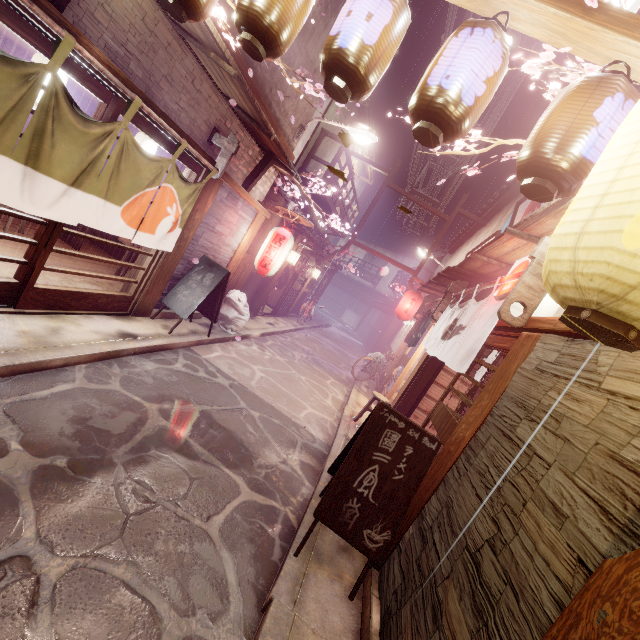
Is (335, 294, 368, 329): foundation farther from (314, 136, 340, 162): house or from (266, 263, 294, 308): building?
(314, 136, 340, 162): house

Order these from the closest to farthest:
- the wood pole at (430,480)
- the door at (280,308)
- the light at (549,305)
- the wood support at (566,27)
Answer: the wood support at (566,27) → the wood pole at (430,480) → the light at (549,305) → the door at (280,308)

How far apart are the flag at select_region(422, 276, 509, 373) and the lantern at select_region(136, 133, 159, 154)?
10.2m

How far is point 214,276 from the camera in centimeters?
1105cm

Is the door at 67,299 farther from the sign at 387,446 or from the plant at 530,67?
the plant at 530,67

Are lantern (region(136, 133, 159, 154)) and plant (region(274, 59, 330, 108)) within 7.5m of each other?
yes

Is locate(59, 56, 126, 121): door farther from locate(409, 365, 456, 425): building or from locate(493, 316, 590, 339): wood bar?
locate(493, 316, 590, 339): wood bar

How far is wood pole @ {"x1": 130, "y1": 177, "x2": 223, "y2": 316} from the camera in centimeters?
995cm
